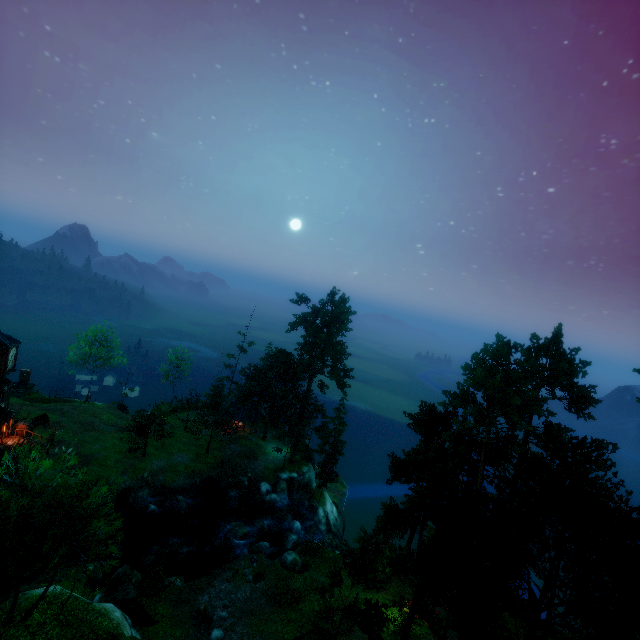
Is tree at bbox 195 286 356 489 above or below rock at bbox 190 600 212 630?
above

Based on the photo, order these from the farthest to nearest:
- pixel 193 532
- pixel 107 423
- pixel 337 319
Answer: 1. pixel 337 319
2. pixel 107 423
3. pixel 193 532

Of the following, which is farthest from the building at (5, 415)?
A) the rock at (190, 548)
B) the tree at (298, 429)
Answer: the rock at (190, 548)

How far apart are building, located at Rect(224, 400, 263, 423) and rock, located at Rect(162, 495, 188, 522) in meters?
13.6 m

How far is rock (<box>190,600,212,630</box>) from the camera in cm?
2309

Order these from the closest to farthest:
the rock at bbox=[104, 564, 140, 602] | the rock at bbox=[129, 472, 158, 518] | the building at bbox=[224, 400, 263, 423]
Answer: the rock at bbox=[104, 564, 140, 602]
the rock at bbox=[129, 472, 158, 518]
the building at bbox=[224, 400, 263, 423]

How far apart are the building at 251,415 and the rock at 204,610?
25.47m

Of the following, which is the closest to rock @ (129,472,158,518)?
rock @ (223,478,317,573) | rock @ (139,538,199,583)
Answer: rock @ (139,538,199,583)
